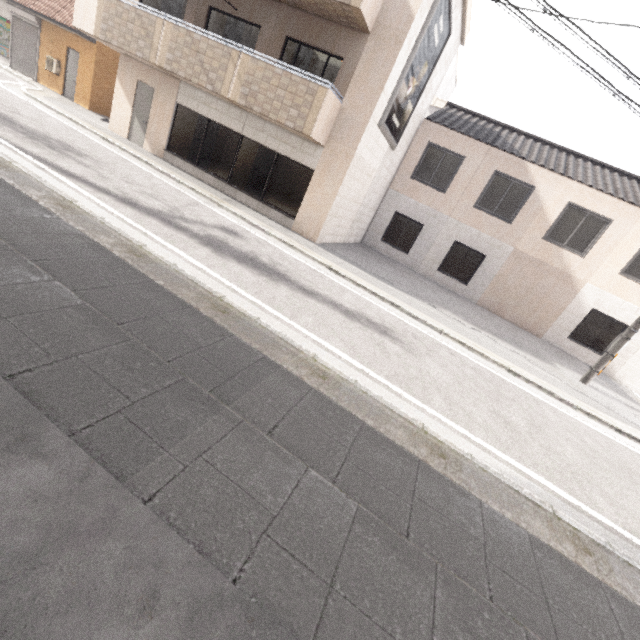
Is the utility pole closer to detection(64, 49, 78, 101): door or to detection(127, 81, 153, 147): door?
detection(127, 81, 153, 147): door

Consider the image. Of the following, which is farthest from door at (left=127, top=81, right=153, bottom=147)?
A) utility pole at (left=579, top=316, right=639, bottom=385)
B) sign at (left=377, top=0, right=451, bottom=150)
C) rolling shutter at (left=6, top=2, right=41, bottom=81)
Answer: utility pole at (left=579, top=316, right=639, bottom=385)

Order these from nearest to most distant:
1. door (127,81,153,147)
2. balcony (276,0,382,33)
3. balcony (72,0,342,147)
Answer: balcony (276,0,382,33) → balcony (72,0,342,147) → door (127,81,153,147)

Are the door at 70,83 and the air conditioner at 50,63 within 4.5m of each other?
yes

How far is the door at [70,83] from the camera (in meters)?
15.02

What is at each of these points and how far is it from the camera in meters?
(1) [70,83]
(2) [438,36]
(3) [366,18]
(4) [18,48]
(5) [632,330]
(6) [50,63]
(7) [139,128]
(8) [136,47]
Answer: (1) door, 15.4
(2) sign, 10.3
(3) balcony, 8.2
(4) rolling shutter, 16.0
(5) utility pole, 8.8
(6) air conditioner, 15.3
(7) door, 12.3
(8) balcony, 10.4

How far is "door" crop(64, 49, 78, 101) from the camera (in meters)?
15.02

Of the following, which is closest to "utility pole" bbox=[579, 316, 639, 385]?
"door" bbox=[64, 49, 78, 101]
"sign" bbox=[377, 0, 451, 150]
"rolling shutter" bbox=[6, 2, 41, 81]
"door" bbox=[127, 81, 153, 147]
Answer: "sign" bbox=[377, 0, 451, 150]
